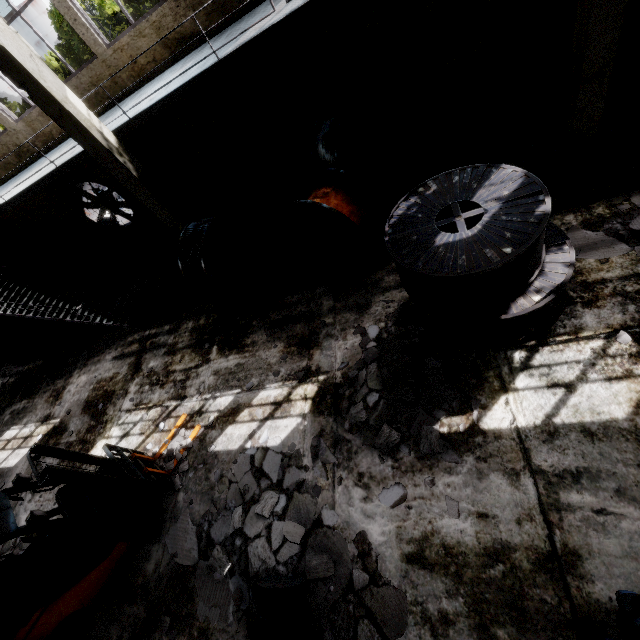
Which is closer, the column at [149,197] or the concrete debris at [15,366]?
the column at [149,197]

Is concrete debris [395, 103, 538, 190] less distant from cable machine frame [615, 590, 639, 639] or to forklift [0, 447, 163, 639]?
cable machine frame [615, 590, 639, 639]

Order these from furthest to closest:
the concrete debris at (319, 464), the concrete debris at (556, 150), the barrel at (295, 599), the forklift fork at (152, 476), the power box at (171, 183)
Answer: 1. the power box at (171, 183)
2. the concrete debris at (556, 150)
3. the forklift fork at (152, 476)
4. the concrete debris at (319, 464)
5. the barrel at (295, 599)

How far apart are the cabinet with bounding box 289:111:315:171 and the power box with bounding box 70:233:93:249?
9.7m

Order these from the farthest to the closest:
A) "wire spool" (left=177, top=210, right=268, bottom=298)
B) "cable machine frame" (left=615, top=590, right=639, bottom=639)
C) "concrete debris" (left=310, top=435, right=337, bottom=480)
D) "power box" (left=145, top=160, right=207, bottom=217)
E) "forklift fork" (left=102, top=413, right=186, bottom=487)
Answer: "power box" (left=145, top=160, right=207, bottom=217) → "wire spool" (left=177, top=210, right=268, bottom=298) → "forklift fork" (left=102, top=413, right=186, bottom=487) → "concrete debris" (left=310, top=435, right=337, bottom=480) → "cable machine frame" (left=615, top=590, right=639, bottom=639)

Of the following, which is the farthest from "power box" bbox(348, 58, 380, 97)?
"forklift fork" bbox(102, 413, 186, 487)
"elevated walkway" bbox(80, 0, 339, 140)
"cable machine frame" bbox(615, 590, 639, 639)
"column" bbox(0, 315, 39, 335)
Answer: "column" bbox(0, 315, 39, 335)

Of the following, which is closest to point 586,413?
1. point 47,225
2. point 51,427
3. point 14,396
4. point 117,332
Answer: point 117,332

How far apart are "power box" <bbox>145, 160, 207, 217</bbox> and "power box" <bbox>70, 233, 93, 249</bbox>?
3.84m
